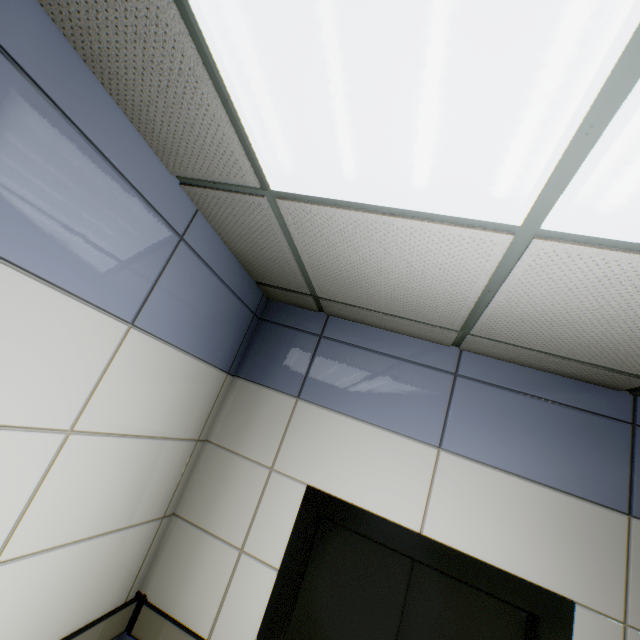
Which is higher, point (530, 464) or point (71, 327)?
point (530, 464)
